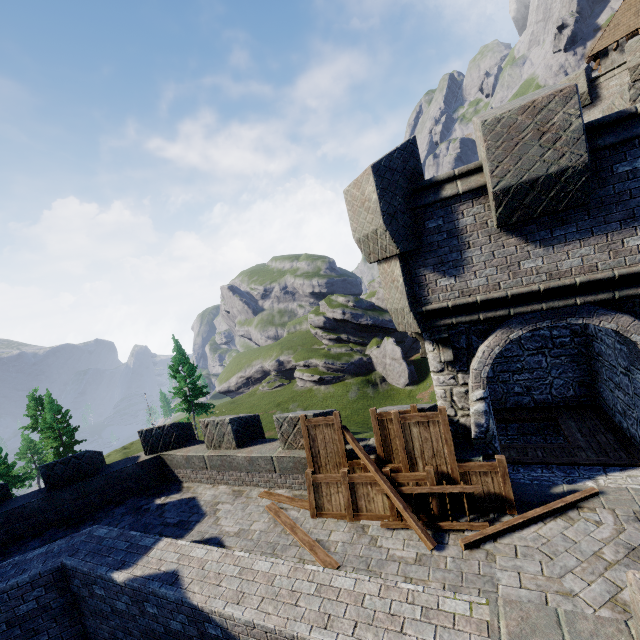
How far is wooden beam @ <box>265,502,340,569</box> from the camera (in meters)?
6.33

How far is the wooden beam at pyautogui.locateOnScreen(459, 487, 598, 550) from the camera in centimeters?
597cm

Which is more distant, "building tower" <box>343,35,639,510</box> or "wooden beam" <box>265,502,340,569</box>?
"wooden beam" <box>265,502,340,569</box>

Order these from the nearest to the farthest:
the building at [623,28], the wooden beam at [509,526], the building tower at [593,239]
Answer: the building tower at [593,239] < the wooden beam at [509,526] < the building at [623,28]

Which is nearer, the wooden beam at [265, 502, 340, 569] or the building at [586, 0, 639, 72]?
the wooden beam at [265, 502, 340, 569]

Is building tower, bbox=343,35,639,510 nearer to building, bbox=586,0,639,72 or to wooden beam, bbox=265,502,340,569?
wooden beam, bbox=265,502,340,569

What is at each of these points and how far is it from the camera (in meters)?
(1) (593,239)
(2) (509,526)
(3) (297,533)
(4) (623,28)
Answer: (1) building tower, 5.49
(2) wooden beam, 6.06
(3) wooden beam, 7.29
(4) building, 23.42

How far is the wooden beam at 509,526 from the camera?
6.0m
